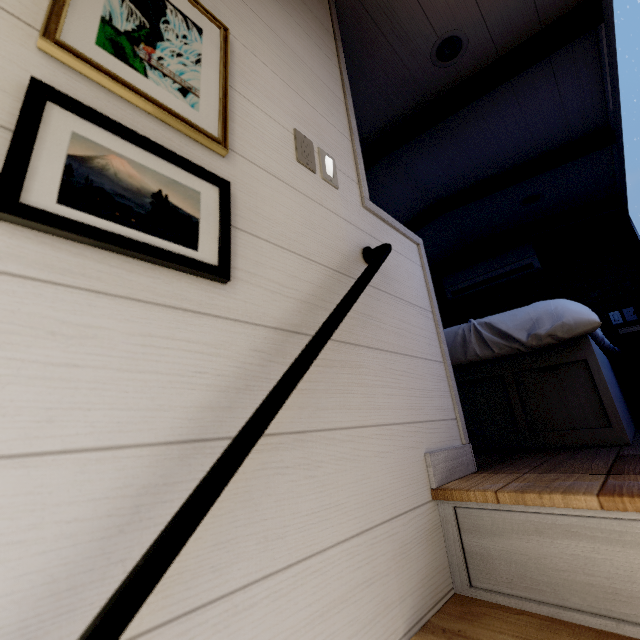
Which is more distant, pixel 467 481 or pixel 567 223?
pixel 567 223

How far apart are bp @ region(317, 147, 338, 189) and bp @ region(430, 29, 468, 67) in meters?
1.5 m

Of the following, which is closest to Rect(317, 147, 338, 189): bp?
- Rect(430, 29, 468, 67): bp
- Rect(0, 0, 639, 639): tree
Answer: Rect(0, 0, 639, 639): tree

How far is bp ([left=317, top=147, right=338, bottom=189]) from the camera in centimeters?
106cm

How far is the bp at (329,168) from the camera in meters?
1.1 m

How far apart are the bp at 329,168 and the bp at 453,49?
1.47m

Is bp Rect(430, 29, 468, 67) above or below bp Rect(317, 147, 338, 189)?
above
